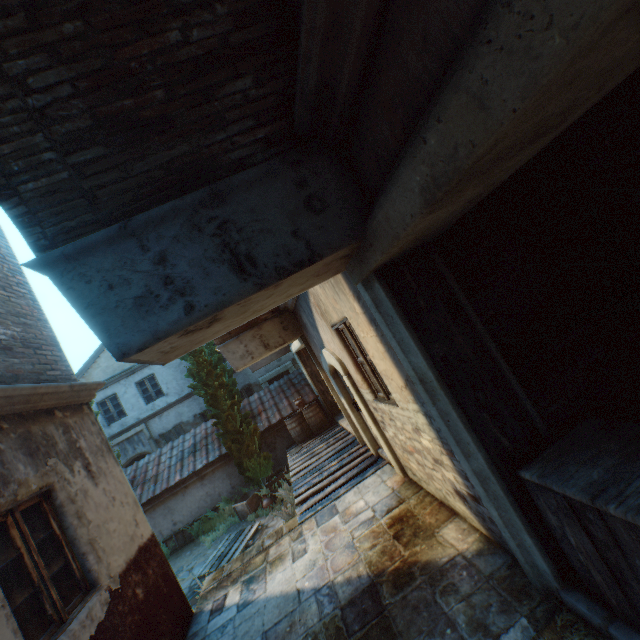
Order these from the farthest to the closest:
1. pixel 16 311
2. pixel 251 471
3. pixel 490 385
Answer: pixel 251 471 → pixel 16 311 → pixel 490 385

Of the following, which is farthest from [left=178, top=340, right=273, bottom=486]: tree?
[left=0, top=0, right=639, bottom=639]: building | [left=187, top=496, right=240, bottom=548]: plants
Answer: [left=0, top=0, right=639, bottom=639]: building

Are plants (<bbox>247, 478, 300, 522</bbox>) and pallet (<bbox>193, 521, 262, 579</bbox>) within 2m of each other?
yes

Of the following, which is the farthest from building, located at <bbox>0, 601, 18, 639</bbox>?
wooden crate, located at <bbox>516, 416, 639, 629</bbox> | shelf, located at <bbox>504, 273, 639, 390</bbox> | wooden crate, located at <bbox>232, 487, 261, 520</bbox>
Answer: wooden crate, located at <bbox>232, 487, 261, 520</bbox>

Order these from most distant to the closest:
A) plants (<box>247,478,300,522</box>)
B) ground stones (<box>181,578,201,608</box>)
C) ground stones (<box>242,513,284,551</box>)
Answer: ground stones (<box>242,513,284,551</box>) < plants (<box>247,478,300,522</box>) < ground stones (<box>181,578,201,608</box>)

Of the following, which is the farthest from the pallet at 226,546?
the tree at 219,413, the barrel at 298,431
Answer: the barrel at 298,431

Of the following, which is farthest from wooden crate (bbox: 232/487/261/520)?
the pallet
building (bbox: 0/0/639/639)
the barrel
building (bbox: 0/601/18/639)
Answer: building (bbox: 0/601/18/639)

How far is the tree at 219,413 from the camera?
11.0 meters
